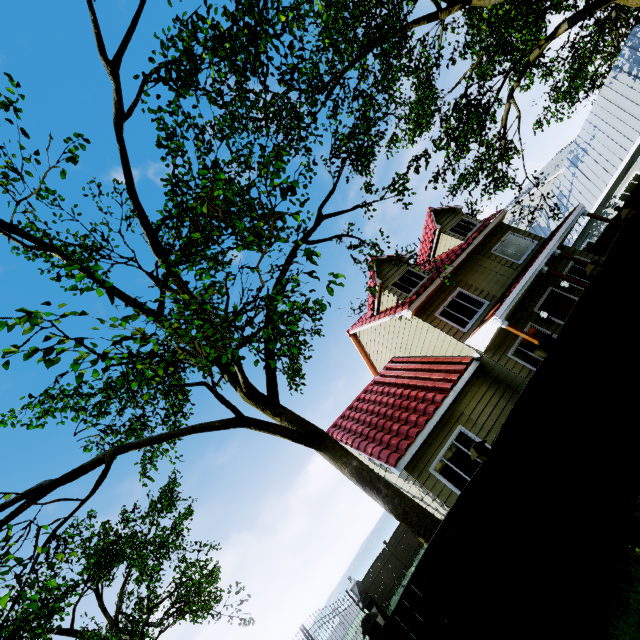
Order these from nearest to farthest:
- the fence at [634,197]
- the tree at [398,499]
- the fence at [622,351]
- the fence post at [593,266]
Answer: the tree at [398,499]
the fence at [622,351]
the fence post at [593,266]
the fence at [634,197]

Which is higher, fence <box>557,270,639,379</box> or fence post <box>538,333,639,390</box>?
fence post <box>538,333,639,390</box>

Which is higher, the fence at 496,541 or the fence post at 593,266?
the fence post at 593,266

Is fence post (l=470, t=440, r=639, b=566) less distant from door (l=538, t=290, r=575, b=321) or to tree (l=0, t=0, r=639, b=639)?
tree (l=0, t=0, r=639, b=639)

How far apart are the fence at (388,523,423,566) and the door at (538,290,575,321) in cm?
1681

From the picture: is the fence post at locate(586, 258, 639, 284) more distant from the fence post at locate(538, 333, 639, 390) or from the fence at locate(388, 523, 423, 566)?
the fence at locate(388, 523, 423, 566)

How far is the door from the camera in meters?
12.7 m

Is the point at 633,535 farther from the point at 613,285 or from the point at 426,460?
the point at 426,460
